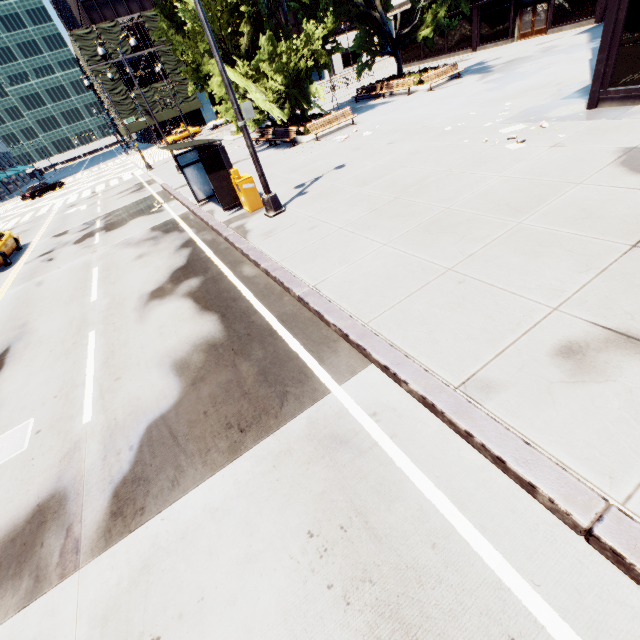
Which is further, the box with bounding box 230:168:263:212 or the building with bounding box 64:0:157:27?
the building with bounding box 64:0:157:27

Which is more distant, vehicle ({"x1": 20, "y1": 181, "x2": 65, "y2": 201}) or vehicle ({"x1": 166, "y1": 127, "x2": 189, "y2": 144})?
vehicle ({"x1": 166, "y1": 127, "x2": 189, "y2": 144})

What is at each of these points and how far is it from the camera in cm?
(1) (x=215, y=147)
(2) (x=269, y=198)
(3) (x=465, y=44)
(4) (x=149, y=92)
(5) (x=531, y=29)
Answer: (1) bus stop, 1132
(2) light, 999
(3) building, 3056
(4) scaffolding, 5128
(5) door, 2612

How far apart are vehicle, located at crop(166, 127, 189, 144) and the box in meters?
43.1 m

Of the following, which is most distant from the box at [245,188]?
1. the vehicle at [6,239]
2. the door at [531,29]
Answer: the door at [531,29]

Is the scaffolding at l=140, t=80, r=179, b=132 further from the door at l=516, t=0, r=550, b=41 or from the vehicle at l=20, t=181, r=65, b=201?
the door at l=516, t=0, r=550, b=41

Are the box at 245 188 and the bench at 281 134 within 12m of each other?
yes

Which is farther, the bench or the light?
the bench
